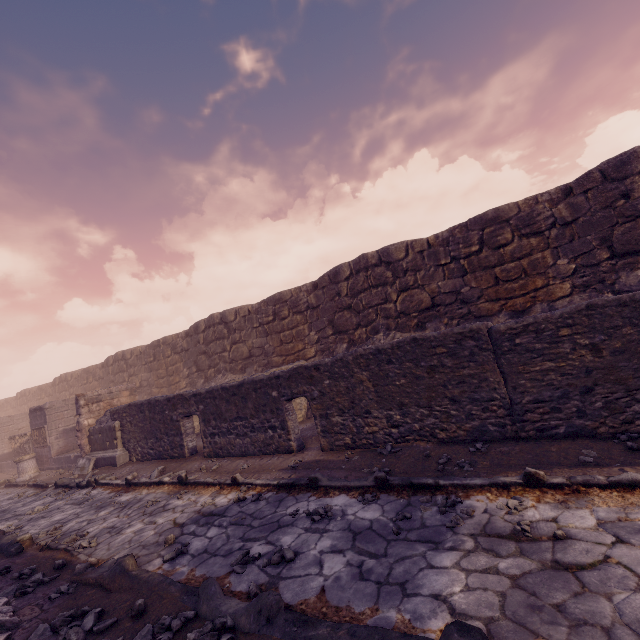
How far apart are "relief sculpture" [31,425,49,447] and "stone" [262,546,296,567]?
15.0m

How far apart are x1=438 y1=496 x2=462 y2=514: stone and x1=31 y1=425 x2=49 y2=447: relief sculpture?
16.6 meters

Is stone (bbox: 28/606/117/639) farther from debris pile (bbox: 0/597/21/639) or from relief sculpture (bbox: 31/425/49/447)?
relief sculpture (bbox: 31/425/49/447)

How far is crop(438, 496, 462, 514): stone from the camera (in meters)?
3.79

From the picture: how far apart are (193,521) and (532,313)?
9.2 meters

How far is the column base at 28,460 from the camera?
13.2m

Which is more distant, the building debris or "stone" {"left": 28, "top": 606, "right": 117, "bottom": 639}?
the building debris

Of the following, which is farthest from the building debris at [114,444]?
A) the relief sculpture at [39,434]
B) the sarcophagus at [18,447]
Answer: the sarcophagus at [18,447]
